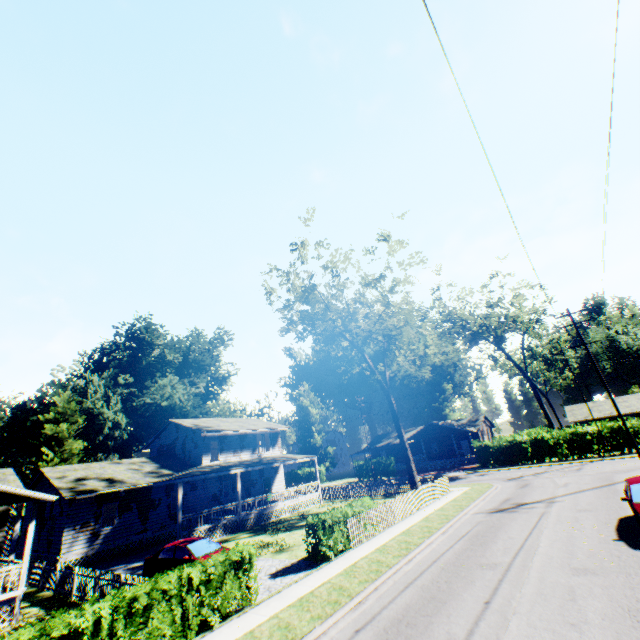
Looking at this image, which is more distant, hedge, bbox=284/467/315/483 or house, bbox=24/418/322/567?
hedge, bbox=284/467/315/483

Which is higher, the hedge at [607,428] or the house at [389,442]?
the house at [389,442]

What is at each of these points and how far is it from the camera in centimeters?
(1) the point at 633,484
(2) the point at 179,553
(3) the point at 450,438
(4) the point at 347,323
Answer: (1) car, 1252cm
(2) car, 1473cm
(3) house, 5334cm
(4) tree, 2541cm

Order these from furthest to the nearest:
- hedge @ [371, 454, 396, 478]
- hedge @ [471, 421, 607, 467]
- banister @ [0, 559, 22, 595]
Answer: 1. hedge @ [371, 454, 396, 478]
2. hedge @ [471, 421, 607, 467]
3. banister @ [0, 559, 22, 595]

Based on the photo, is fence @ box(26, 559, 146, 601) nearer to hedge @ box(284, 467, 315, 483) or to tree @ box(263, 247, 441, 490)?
tree @ box(263, 247, 441, 490)

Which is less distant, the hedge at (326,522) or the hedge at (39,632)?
the hedge at (39,632)

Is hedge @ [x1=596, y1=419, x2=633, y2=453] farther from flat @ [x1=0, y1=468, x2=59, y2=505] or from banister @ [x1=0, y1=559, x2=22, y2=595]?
banister @ [x1=0, y1=559, x2=22, y2=595]

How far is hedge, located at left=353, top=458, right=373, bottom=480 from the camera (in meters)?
48.34
